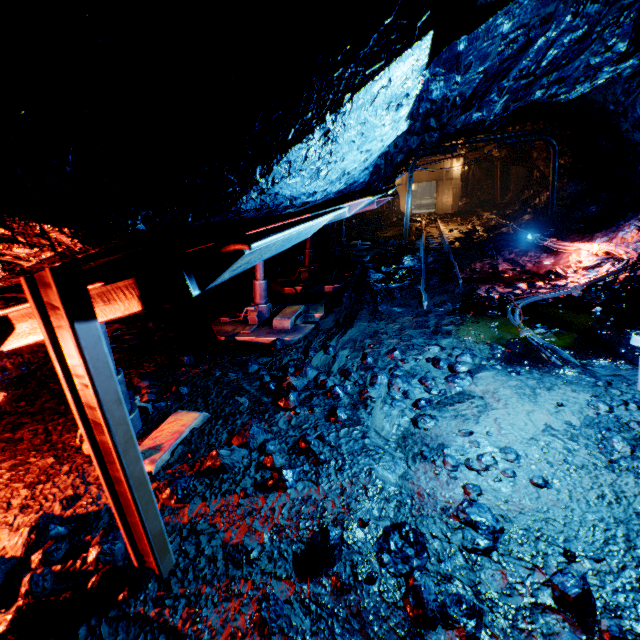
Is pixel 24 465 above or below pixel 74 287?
below

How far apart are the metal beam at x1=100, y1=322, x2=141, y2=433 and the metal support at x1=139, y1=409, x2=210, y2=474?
0.3 meters

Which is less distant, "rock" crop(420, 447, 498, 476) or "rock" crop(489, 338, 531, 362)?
"rock" crop(420, 447, 498, 476)

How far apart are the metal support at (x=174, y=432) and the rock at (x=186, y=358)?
1.10m

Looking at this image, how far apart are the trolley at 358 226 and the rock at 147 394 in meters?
14.0 m

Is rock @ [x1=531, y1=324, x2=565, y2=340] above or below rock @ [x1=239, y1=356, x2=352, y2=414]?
below

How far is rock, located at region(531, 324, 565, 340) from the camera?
4.9 meters

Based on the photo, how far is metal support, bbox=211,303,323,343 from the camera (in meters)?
5.56
